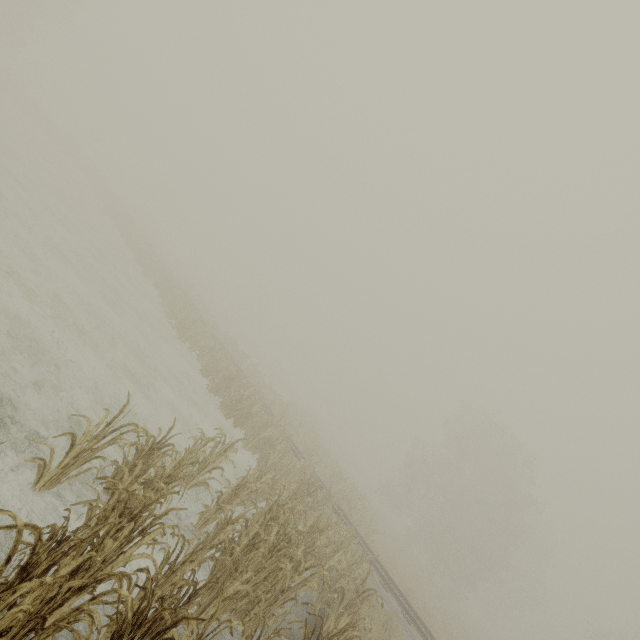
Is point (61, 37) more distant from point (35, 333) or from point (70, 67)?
point (35, 333)
